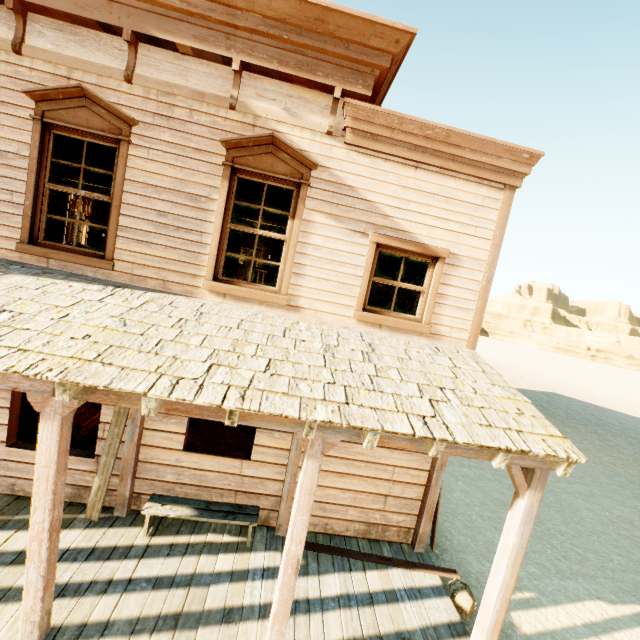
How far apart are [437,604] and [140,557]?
4.17m

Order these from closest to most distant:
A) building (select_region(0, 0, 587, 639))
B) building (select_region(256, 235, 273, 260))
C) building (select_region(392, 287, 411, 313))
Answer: building (select_region(0, 0, 587, 639))
building (select_region(392, 287, 411, 313))
building (select_region(256, 235, 273, 260))

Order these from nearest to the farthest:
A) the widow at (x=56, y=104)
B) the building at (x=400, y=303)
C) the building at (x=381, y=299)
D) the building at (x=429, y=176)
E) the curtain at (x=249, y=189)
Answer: the building at (x=429, y=176), the widow at (x=56, y=104), the curtain at (x=249, y=189), the building at (x=400, y=303), the building at (x=381, y=299)

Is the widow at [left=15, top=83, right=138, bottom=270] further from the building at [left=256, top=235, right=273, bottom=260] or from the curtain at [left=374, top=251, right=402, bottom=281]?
the curtain at [left=374, top=251, right=402, bottom=281]

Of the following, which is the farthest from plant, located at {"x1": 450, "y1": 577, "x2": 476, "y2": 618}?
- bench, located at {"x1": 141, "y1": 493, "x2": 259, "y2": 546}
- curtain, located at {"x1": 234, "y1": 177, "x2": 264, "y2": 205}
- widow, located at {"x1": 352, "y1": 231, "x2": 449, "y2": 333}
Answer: curtain, located at {"x1": 234, "y1": 177, "x2": 264, "y2": 205}

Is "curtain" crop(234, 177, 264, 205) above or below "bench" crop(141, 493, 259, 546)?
above

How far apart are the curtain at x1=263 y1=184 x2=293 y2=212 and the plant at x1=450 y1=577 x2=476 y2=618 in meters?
5.2

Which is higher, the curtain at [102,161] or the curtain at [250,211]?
the curtain at [102,161]
